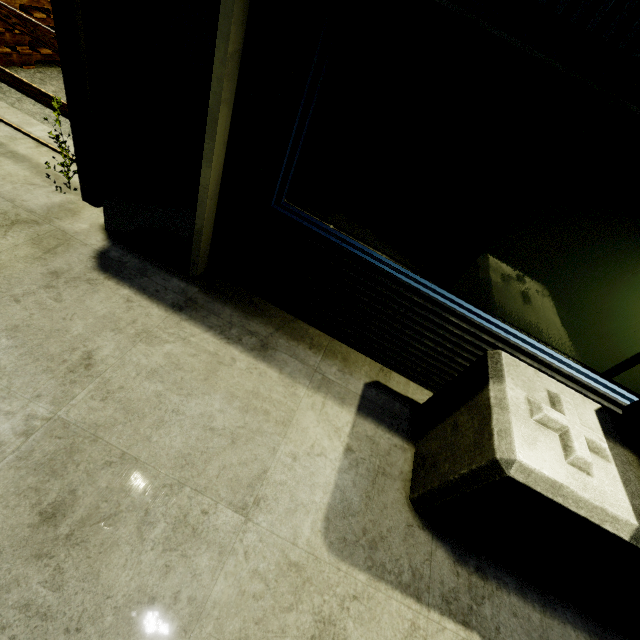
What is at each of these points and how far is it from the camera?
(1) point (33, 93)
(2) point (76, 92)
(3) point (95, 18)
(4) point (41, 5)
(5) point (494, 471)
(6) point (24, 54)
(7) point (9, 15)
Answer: (1) fence, 3.1m
(2) light, 2.5m
(3) building, 1.9m
(4) pallet, 4.5m
(5) concrete block, 1.8m
(6) pallet, 4.6m
(7) fence, 2.8m

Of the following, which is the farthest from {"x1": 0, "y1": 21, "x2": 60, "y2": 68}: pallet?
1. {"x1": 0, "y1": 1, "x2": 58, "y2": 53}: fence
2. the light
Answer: the light

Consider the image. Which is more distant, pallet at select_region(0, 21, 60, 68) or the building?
pallet at select_region(0, 21, 60, 68)

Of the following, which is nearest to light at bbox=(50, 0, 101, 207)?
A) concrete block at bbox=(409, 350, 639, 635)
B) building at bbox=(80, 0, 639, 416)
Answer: building at bbox=(80, 0, 639, 416)

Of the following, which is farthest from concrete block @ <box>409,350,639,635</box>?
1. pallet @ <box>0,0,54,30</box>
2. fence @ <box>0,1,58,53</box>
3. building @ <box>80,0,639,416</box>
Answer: pallet @ <box>0,0,54,30</box>

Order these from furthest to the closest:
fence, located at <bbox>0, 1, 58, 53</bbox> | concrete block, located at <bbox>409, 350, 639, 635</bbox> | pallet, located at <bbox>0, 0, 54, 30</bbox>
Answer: pallet, located at <bbox>0, 0, 54, 30</bbox>, fence, located at <bbox>0, 1, 58, 53</bbox>, concrete block, located at <bbox>409, 350, 639, 635</bbox>

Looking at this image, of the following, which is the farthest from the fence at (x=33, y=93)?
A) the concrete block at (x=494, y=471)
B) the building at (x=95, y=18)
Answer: the concrete block at (x=494, y=471)

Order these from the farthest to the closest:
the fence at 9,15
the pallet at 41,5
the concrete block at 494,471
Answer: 1. the pallet at 41,5
2. the fence at 9,15
3. the concrete block at 494,471
